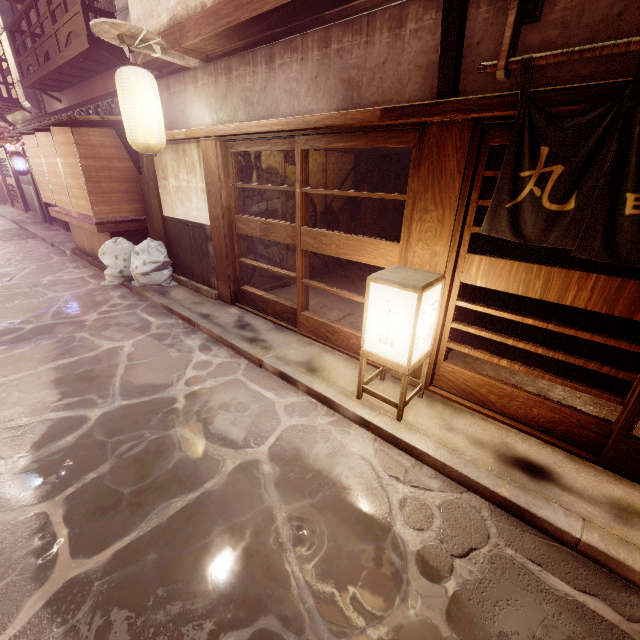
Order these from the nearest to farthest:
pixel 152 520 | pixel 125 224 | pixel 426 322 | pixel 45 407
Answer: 1. pixel 152 520
2. pixel 426 322
3. pixel 45 407
4. pixel 125 224

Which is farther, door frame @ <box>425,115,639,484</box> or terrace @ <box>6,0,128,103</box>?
terrace @ <box>6,0,128,103</box>

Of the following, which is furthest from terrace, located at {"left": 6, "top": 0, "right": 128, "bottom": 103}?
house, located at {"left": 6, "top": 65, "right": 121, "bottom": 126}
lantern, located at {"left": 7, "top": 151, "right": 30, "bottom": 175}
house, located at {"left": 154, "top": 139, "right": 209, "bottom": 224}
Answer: house, located at {"left": 154, "top": 139, "right": 209, "bottom": 224}

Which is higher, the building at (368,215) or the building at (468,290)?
the building at (368,215)

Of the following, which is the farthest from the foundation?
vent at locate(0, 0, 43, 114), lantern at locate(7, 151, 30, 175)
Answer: vent at locate(0, 0, 43, 114)

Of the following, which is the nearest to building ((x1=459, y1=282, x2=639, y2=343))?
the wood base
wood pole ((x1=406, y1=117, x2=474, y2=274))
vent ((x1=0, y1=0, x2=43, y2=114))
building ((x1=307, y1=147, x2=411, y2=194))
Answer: building ((x1=307, y1=147, x2=411, y2=194))

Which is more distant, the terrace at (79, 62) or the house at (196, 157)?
the terrace at (79, 62)

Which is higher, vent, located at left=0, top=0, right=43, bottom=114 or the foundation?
vent, located at left=0, top=0, right=43, bottom=114
